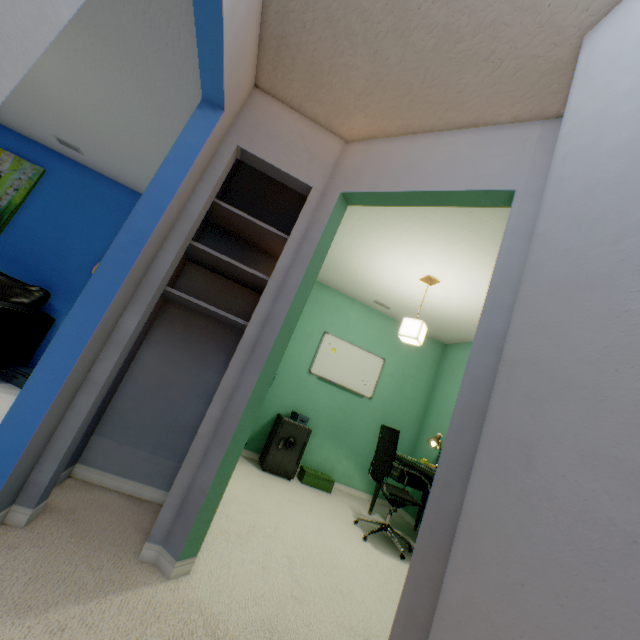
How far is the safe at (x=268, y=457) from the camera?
3.69m

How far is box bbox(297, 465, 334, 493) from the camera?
3.9m

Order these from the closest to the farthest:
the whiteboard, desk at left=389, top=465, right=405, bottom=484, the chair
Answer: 1. the chair
2. desk at left=389, top=465, right=405, bottom=484
3. the whiteboard

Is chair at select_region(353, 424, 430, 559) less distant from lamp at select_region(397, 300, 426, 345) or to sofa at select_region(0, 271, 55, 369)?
lamp at select_region(397, 300, 426, 345)

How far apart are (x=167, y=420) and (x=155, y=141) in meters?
2.4

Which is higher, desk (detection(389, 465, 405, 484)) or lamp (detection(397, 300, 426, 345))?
lamp (detection(397, 300, 426, 345))

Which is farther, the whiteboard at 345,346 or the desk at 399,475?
the whiteboard at 345,346

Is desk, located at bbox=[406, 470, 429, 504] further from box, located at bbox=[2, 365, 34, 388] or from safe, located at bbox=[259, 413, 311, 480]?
box, located at bbox=[2, 365, 34, 388]
